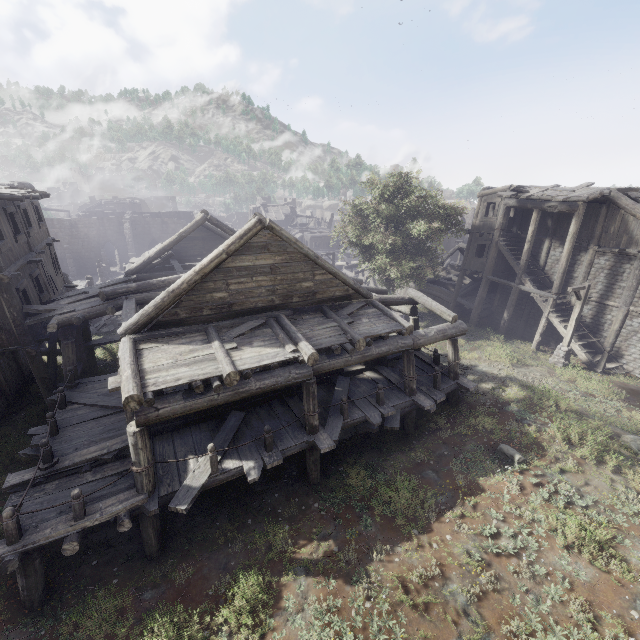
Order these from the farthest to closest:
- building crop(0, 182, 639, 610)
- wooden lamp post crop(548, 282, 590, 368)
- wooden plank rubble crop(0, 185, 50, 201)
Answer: wooden lamp post crop(548, 282, 590, 368)
wooden plank rubble crop(0, 185, 50, 201)
building crop(0, 182, 639, 610)

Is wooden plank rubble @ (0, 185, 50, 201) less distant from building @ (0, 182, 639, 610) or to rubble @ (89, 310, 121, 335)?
rubble @ (89, 310, 121, 335)

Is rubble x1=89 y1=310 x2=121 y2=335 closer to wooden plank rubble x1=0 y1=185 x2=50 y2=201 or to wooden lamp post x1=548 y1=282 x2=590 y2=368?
wooden plank rubble x1=0 y1=185 x2=50 y2=201

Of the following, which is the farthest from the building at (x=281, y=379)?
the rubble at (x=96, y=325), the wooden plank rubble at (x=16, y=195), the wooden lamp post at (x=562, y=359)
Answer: the wooden plank rubble at (x=16, y=195)

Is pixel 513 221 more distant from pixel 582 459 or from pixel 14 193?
pixel 14 193

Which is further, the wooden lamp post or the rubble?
the rubble

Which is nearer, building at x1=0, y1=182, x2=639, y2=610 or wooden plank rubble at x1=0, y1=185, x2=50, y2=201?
building at x1=0, y1=182, x2=639, y2=610

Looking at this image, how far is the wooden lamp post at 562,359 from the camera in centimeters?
1627cm
